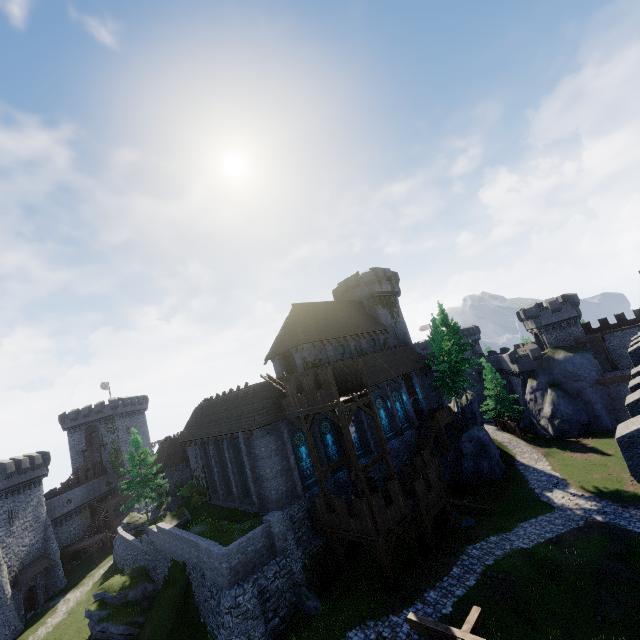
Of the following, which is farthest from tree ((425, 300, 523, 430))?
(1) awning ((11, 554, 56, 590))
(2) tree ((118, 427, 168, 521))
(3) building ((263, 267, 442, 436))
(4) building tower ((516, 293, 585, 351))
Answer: (1) awning ((11, 554, 56, 590))

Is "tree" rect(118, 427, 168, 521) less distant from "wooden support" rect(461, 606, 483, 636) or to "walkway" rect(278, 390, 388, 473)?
"walkway" rect(278, 390, 388, 473)

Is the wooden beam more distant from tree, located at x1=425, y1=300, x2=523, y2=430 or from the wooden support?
tree, located at x1=425, y1=300, x2=523, y2=430

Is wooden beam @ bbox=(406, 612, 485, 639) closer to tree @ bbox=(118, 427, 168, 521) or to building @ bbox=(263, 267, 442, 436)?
building @ bbox=(263, 267, 442, 436)

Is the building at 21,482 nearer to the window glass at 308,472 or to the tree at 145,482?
the tree at 145,482

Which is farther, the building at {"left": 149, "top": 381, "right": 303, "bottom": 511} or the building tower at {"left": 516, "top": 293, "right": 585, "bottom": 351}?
the building tower at {"left": 516, "top": 293, "right": 585, "bottom": 351}

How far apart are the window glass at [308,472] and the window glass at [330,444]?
1.53m

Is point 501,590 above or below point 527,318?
below
